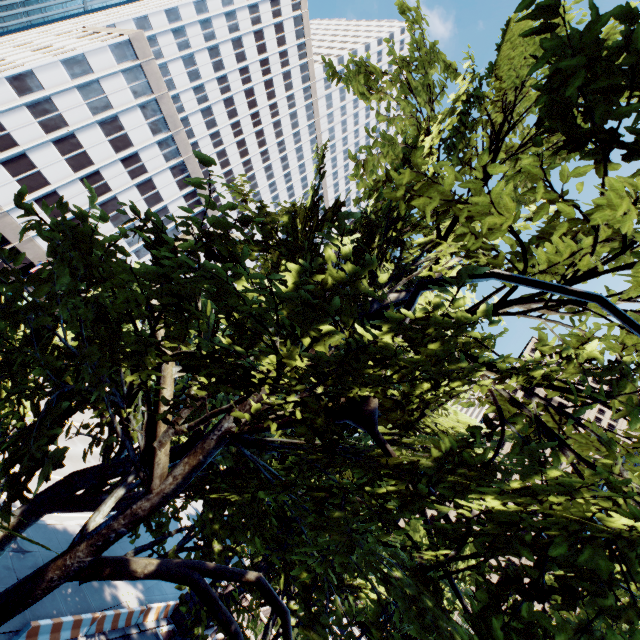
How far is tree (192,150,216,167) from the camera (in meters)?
4.21

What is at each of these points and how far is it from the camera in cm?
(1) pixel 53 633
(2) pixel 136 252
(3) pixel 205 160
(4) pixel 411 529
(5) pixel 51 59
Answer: (1) concrete barrier, 1317
(2) building, 4931
(3) tree, 425
(4) tree, 5300
(5) building, 3331

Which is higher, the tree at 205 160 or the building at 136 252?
the building at 136 252

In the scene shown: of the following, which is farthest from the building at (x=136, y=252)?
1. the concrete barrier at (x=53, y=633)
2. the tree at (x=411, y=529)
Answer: the concrete barrier at (x=53, y=633)

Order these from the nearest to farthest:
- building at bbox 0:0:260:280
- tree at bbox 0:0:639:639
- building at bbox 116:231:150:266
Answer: tree at bbox 0:0:639:639, building at bbox 0:0:260:280, building at bbox 116:231:150:266

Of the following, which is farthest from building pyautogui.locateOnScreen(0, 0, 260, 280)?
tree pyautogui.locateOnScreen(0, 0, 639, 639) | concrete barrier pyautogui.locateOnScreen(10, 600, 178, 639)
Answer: concrete barrier pyautogui.locateOnScreen(10, 600, 178, 639)

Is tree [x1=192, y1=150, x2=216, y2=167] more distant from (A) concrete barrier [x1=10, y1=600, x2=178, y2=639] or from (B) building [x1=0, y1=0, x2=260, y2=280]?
(A) concrete barrier [x1=10, y1=600, x2=178, y2=639]
